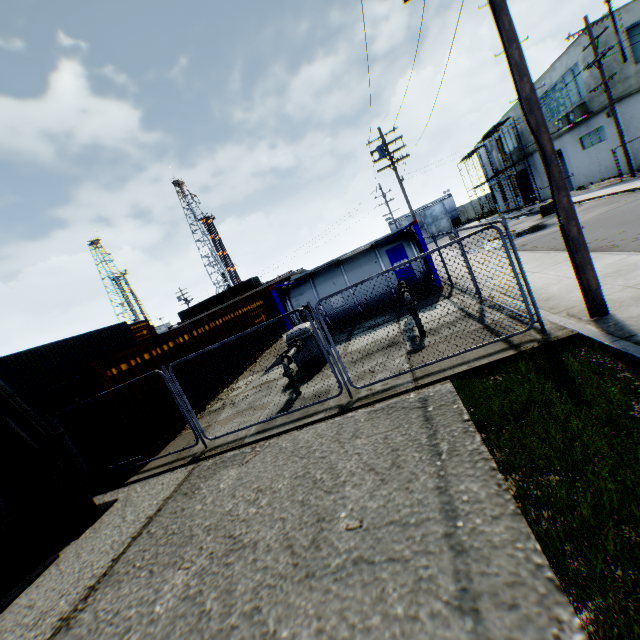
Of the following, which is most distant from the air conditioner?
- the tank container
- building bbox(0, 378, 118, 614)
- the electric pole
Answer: building bbox(0, 378, 118, 614)

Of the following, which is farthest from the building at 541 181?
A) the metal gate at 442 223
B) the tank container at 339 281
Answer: the tank container at 339 281

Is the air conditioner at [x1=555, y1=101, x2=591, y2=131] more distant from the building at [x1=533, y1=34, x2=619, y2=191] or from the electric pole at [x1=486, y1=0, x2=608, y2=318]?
the electric pole at [x1=486, y1=0, x2=608, y2=318]

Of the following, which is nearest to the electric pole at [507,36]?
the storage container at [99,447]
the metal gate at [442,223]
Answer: the storage container at [99,447]

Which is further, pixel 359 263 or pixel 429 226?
pixel 429 226

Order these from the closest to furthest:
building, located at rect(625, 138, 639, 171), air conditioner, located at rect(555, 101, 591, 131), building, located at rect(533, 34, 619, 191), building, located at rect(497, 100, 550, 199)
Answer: building, located at rect(625, 138, 639, 171)
building, located at rect(533, 34, 619, 191)
air conditioner, located at rect(555, 101, 591, 131)
building, located at rect(497, 100, 550, 199)

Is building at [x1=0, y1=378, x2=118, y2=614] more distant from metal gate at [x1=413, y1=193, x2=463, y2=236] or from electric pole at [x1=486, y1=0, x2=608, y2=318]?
metal gate at [x1=413, y1=193, x2=463, y2=236]

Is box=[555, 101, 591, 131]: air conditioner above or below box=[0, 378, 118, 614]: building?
above
